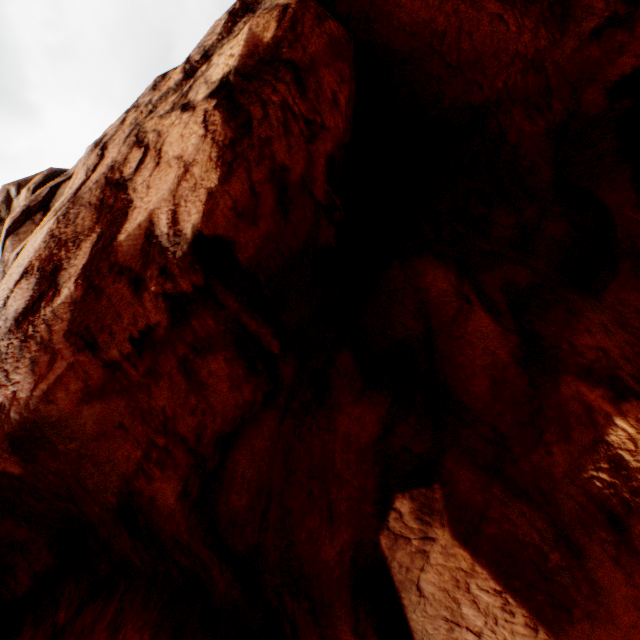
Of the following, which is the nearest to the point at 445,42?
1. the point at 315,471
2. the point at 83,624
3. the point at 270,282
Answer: the point at 270,282
